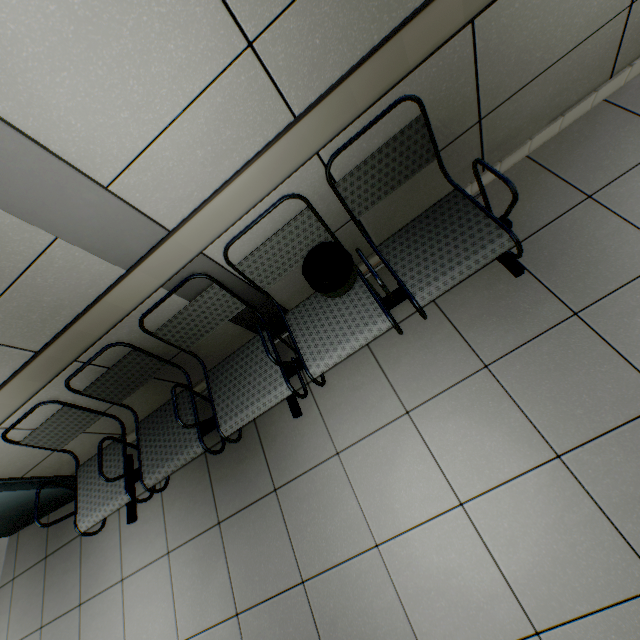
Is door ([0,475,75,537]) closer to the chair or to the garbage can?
the chair

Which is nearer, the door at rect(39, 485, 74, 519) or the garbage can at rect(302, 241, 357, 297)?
the garbage can at rect(302, 241, 357, 297)

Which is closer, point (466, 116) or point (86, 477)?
point (466, 116)

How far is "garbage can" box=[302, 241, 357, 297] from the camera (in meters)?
1.65

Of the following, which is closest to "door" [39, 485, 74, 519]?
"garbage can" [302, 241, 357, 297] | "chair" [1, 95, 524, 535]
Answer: "chair" [1, 95, 524, 535]

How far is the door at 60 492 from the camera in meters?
2.5 m

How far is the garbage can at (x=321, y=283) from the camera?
1.6 meters
